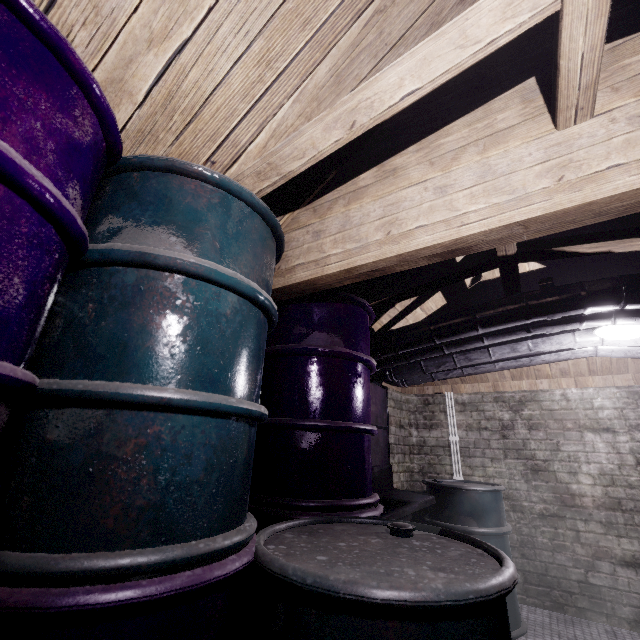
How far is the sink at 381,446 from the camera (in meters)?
2.43

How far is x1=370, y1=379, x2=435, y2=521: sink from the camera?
2.4 meters

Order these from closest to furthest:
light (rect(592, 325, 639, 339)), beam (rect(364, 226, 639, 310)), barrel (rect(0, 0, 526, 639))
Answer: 1. barrel (rect(0, 0, 526, 639))
2. beam (rect(364, 226, 639, 310))
3. light (rect(592, 325, 639, 339))

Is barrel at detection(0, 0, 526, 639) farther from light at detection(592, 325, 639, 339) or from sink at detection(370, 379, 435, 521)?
light at detection(592, 325, 639, 339)

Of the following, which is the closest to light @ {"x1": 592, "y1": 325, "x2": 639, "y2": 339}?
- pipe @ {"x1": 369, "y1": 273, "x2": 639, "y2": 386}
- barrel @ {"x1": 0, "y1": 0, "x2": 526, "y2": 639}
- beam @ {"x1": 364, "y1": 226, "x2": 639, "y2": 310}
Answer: pipe @ {"x1": 369, "y1": 273, "x2": 639, "y2": 386}

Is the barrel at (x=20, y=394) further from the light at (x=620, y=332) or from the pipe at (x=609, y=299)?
the light at (x=620, y=332)

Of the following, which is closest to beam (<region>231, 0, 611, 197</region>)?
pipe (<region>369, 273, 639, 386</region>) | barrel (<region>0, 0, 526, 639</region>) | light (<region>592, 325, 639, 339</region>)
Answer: barrel (<region>0, 0, 526, 639</region>)

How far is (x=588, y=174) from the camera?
0.96m
